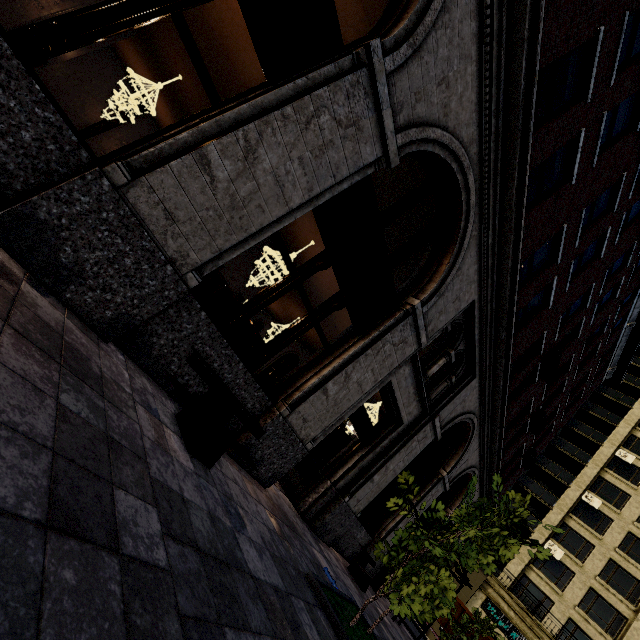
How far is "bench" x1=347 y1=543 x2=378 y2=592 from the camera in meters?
8.5

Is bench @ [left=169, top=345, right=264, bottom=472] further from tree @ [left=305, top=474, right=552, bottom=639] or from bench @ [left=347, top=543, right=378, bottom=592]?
bench @ [left=347, top=543, right=378, bottom=592]

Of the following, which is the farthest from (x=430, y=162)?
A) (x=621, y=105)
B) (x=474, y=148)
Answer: (x=621, y=105)

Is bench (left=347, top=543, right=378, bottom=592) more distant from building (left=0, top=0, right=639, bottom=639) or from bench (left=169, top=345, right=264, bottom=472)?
bench (left=169, top=345, right=264, bottom=472)

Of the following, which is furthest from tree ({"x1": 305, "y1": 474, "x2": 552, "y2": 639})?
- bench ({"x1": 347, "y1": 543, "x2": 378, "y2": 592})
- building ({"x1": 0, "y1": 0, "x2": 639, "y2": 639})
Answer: bench ({"x1": 347, "y1": 543, "x2": 378, "y2": 592})

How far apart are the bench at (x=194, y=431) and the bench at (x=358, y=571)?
6.2m

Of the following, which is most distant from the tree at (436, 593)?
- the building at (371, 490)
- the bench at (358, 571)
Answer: the bench at (358, 571)

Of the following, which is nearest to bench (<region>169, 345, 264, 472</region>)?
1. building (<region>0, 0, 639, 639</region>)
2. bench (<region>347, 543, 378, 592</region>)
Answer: building (<region>0, 0, 639, 639</region>)
